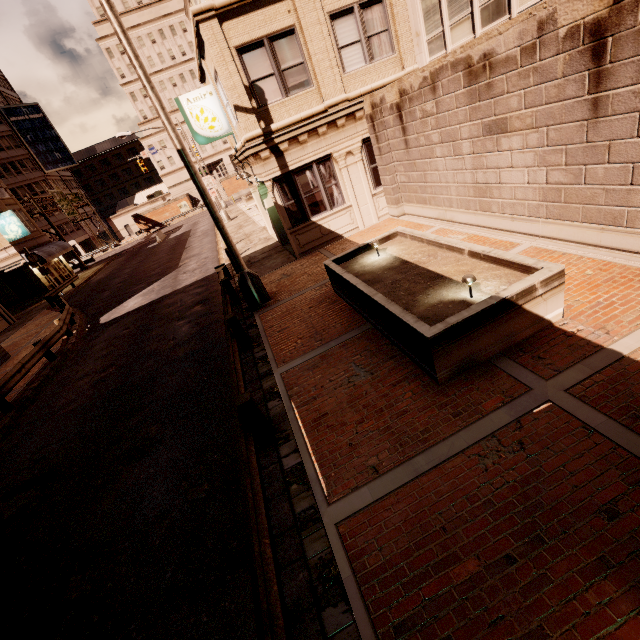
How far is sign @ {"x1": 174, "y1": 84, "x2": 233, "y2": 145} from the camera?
12.9 meters

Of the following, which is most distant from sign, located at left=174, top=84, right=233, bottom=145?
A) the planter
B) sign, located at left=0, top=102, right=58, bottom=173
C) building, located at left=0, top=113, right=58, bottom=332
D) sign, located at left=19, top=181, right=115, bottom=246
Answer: sign, located at left=0, top=102, right=58, bottom=173

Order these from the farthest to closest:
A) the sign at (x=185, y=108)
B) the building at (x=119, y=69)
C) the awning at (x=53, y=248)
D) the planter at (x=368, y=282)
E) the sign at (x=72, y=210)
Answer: the building at (x=119, y=69) → the sign at (x=72, y=210) → the awning at (x=53, y=248) → the sign at (x=185, y=108) → the planter at (x=368, y=282)

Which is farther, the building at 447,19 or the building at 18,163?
the building at 18,163

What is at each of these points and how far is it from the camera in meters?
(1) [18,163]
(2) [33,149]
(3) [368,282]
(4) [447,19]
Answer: (1) building, 55.2 m
(2) sign, 56.9 m
(3) planter, 7.5 m
(4) building, 10.2 m

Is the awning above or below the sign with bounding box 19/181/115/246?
below

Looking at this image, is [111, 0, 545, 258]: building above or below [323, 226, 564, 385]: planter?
above

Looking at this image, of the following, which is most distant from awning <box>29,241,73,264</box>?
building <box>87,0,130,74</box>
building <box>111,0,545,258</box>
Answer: building <box>87,0,130,74</box>
